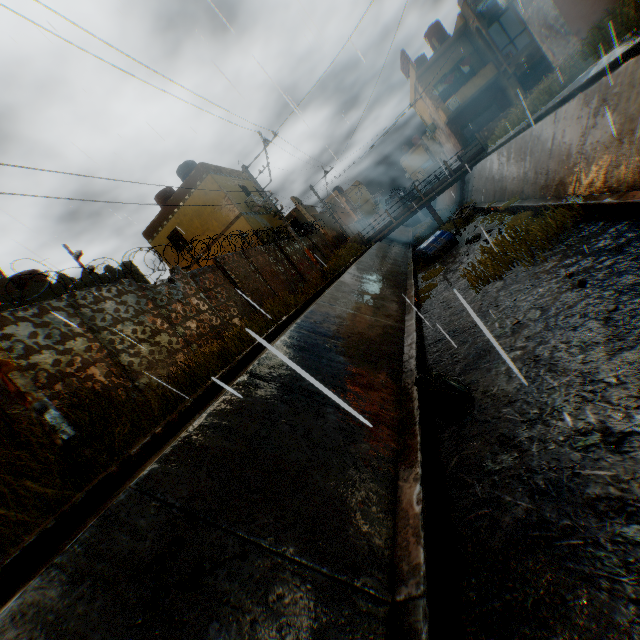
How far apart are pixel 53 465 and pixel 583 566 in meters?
5.4 m

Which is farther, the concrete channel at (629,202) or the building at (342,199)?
the building at (342,199)

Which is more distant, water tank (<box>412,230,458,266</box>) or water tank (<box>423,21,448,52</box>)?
water tank (<box>423,21,448,52</box>)

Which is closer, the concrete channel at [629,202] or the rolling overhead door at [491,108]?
the concrete channel at [629,202]

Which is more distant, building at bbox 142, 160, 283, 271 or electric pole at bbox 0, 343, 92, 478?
building at bbox 142, 160, 283, 271

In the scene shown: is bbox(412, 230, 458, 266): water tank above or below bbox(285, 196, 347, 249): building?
below

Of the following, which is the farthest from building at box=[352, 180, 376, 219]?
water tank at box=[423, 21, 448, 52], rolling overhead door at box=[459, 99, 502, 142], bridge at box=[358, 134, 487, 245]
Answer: bridge at box=[358, 134, 487, 245]

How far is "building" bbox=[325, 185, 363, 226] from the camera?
44.7m
